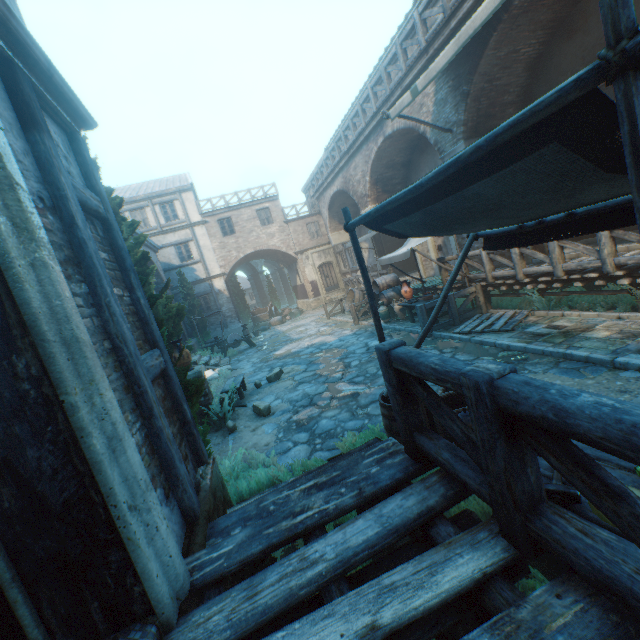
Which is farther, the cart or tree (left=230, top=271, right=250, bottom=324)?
tree (left=230, top=271, right=250, bottom=324)

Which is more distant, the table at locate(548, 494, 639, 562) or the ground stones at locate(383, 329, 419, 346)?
the ground stones at locate(383, 329, 419, 346)

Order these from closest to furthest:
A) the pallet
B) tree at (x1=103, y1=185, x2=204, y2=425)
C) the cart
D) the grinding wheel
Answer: tree at (x1=103, y1=185, x2=204, y2=425) → the pallet → the grinding wheel → the cart

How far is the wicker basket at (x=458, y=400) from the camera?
3.6 meters

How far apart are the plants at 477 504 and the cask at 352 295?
12.52m

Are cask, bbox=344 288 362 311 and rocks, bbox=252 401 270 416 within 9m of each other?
no

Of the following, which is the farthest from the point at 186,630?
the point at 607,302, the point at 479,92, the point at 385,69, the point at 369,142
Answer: the point at 369,142

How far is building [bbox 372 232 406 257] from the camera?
19.3m
